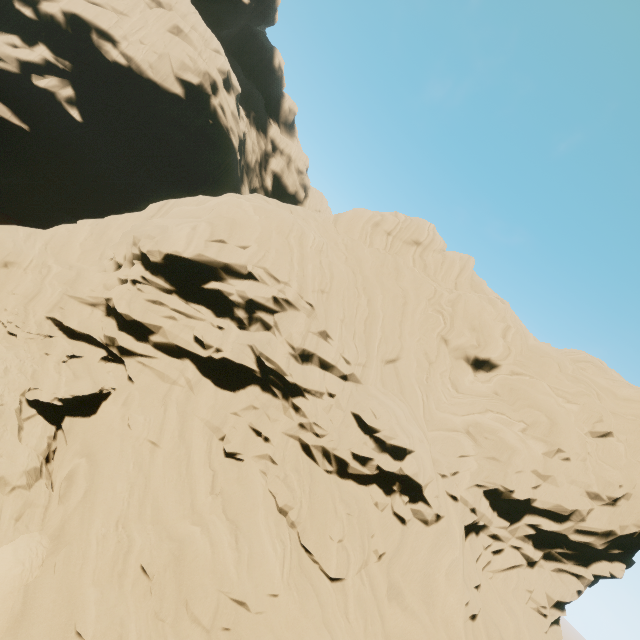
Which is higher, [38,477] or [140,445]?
[140,445]
